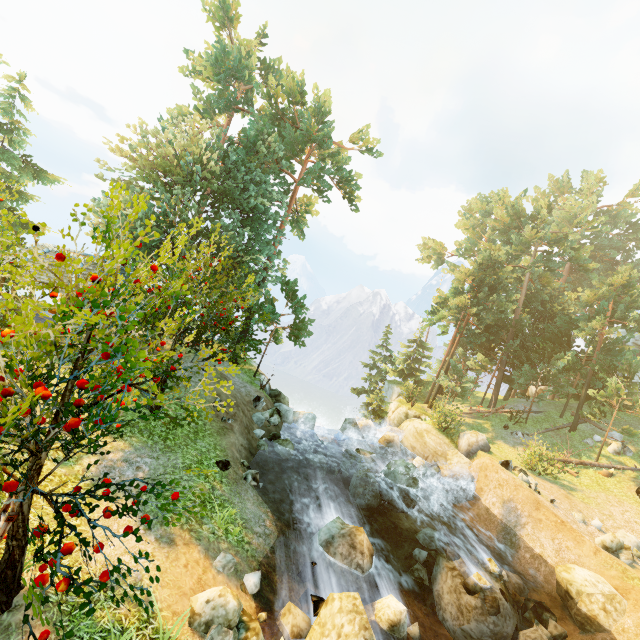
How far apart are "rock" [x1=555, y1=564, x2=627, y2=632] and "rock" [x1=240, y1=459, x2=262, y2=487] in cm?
1296

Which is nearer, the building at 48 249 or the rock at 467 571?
Result: the rock at 467 571

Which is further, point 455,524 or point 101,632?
point 455,524

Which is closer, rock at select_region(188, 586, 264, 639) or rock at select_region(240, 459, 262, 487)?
rock at select_region(188, 586, 264, 639)

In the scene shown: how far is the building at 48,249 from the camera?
15.1m

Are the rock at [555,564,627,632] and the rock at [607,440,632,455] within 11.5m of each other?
no

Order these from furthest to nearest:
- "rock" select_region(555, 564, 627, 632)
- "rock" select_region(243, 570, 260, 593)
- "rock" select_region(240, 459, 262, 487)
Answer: "rock" select_region(240, 459, 262, 487), "rock" select_region(555, 564, 627, 632), "rock" select_region(243, 570, 260, 593)

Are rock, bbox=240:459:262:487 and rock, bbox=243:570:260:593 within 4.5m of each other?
yes
